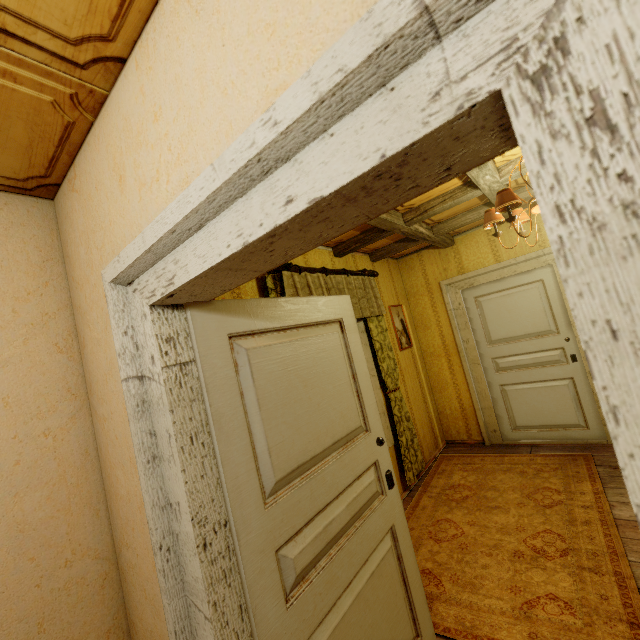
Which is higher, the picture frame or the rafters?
the rafters

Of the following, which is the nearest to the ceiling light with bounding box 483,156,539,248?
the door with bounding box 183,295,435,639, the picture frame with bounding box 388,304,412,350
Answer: the door with bounding box 183,295,435,639

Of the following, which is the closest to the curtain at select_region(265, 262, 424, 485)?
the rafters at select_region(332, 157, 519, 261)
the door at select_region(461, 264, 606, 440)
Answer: the rafters at select_region(332, 157, 519, 261)

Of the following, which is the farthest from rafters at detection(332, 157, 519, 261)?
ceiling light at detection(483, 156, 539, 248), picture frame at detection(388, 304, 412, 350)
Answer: picture frame at detection(388, 304, 412, 350)

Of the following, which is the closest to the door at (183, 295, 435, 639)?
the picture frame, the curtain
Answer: the curtain

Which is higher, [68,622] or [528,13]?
[528,13]

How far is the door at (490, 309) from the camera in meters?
3.8

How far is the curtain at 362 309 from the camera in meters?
2.7 m
